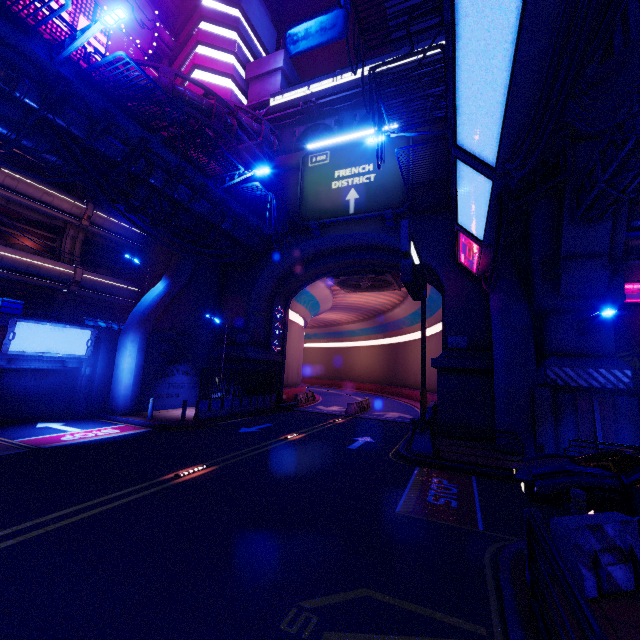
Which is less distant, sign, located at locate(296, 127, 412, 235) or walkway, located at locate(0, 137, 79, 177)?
walkway, located at locate(0, 137, 79, 177)

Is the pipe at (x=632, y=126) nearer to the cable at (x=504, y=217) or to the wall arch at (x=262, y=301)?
the cable at (x=504, y=217)

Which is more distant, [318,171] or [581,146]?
[318,171]

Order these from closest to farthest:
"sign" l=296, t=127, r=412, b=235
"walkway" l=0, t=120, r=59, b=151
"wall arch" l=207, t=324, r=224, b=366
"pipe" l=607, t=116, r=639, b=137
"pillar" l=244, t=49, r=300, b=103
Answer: "pipe" l=607, t=116, r=639, b=137, "walkway" l=0, t=120, r=59, b=151, "sign" l=296, t=127, r=412, b=235, "wall arch" l=207, t=324, r=224, b=366, "pillar" l=244, t=49, r=300, b=103

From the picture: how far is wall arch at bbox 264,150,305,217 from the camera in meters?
23.4 m

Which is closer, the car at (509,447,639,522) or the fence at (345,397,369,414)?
the car at (509,447,639,522)

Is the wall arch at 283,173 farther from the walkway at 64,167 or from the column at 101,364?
the column at 101,364

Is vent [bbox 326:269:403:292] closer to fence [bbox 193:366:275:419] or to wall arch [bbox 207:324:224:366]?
wall arch [bbox 207:324:224:366]
